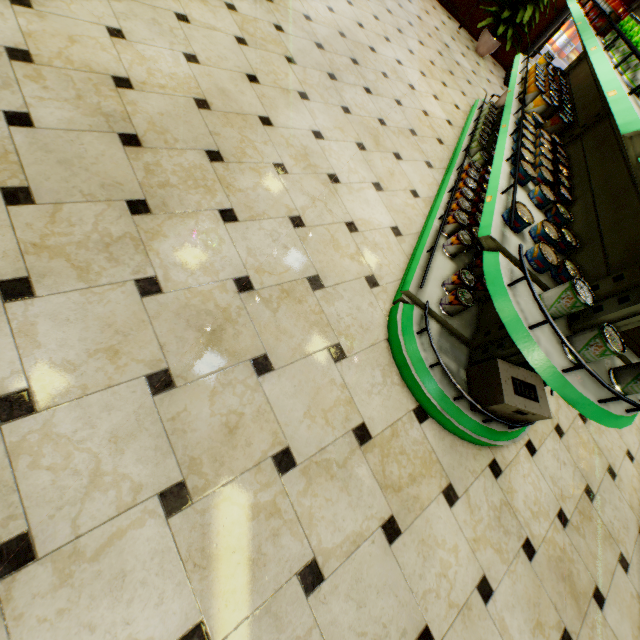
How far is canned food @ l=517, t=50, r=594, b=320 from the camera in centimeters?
145cm

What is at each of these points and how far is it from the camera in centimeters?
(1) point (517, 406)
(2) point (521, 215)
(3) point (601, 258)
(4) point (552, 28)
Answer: (1) boxed tea, 174cm
(2) canned food, 166cm
(3) shelf, 169cm
(4) wall refrigerator door, 545cm

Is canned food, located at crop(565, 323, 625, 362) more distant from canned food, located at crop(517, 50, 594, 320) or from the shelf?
canned food, located at crop(517, 50, 594, 320)

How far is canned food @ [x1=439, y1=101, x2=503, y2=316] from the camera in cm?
210

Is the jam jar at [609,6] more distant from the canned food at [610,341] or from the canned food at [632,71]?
the canned food at [610,341]

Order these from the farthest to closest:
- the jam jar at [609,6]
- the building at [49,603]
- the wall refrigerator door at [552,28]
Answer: the wall refrigerator door at [552,28], the jam jar at [609,6], the building at [49,603]

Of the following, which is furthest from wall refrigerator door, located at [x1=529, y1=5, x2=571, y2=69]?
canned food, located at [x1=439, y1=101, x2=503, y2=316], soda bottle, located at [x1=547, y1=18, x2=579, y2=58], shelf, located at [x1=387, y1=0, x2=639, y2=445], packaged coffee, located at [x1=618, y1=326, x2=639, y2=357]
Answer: packaged coffee, located at [x1=618, y1=326, x2=639, y2=357]

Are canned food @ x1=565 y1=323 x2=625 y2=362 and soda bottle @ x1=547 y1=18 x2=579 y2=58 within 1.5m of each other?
no
